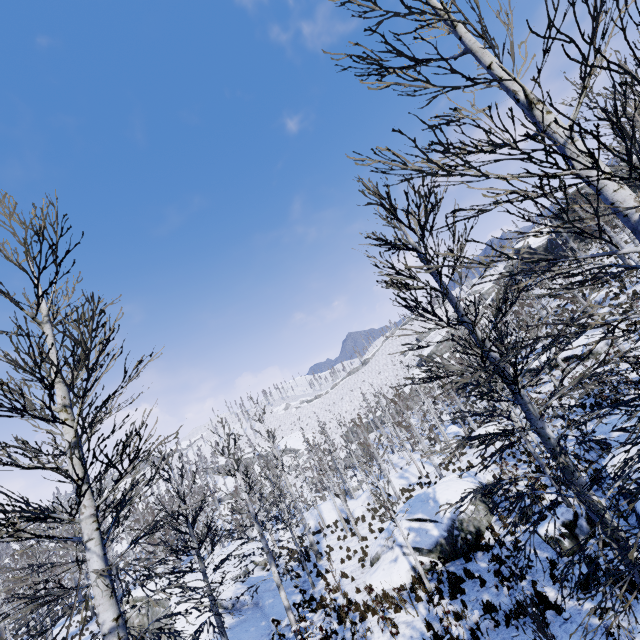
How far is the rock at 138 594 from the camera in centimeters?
2352cm

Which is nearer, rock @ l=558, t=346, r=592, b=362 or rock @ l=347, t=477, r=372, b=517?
rock @ l=558, t=346, r=592, b=362

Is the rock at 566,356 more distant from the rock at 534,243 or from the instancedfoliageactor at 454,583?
the rock at 534,243

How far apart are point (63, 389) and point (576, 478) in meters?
8.4 m

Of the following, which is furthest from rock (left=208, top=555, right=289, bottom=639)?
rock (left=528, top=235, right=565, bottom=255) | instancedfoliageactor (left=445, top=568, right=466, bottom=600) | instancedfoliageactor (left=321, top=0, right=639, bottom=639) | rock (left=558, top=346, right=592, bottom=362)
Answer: rock (left=528, top=235, right=565, bottom=255)

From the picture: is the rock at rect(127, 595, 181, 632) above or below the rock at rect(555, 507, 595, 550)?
above

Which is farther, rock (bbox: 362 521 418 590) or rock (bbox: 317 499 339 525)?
rock (bbox: 317 499 339 525)

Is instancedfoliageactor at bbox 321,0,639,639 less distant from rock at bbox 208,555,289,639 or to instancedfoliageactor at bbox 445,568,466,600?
rock at bbox 208,555,289,639
